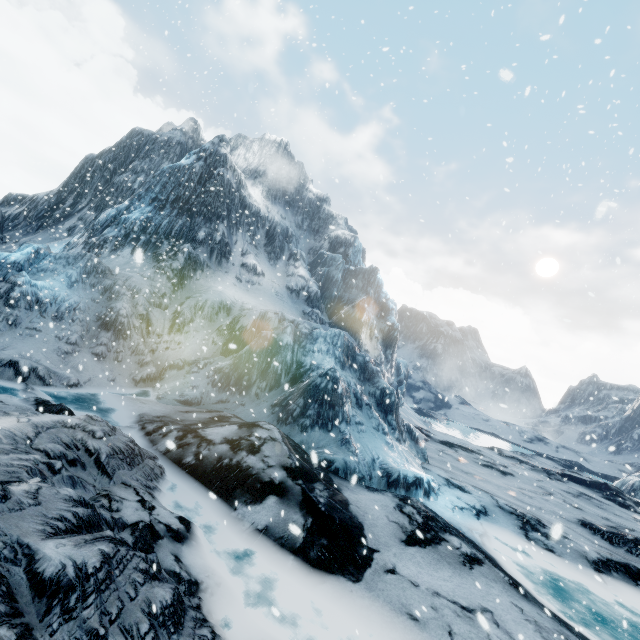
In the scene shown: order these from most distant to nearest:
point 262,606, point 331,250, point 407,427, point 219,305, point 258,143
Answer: point 258,143 < point 331,250 < point 219,305 < point 407,427 < point 262,606
